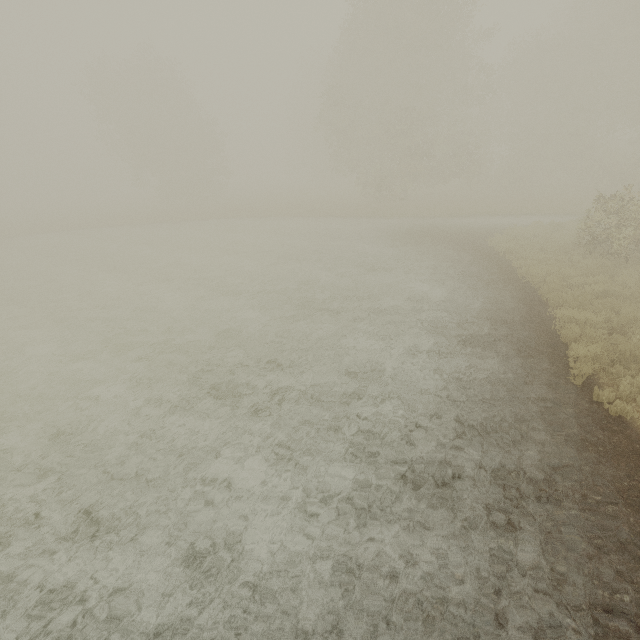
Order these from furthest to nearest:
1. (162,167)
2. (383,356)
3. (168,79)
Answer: (162,167)
(168,79)
(383,356)
